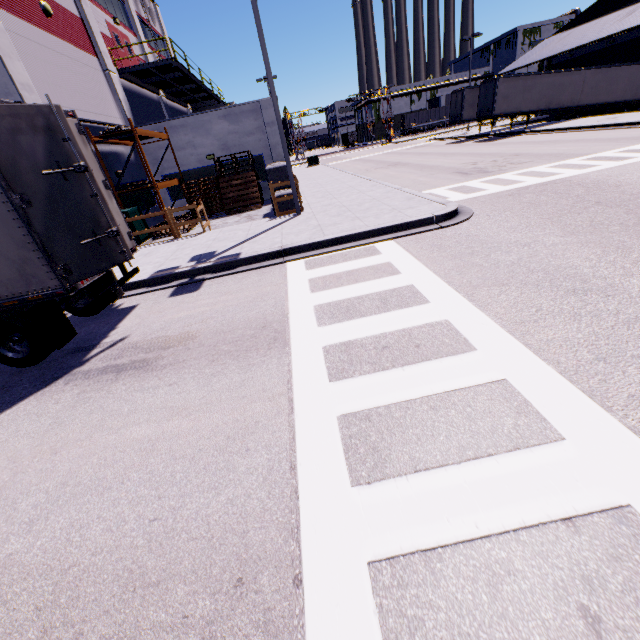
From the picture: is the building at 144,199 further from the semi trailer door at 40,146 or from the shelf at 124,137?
the semi trailer door at 40,146

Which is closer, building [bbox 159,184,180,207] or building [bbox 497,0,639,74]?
building [bbox 159,184,180,207]

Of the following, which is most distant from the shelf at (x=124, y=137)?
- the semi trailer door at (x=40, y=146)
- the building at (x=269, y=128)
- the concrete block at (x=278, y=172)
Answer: the semi trailer door at (x=40, y=146)

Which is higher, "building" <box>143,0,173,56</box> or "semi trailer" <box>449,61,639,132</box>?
"building" <box>143,0,173,56</box>

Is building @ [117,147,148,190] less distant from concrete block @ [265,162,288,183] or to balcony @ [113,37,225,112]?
balcony @ [113,37,225,112]

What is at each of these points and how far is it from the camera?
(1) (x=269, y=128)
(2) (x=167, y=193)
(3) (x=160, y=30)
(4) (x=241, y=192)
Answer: (1) building, 18.0m
(2) building, 19.2m
(3) building, 27.2m
(4) pallet, 17.0m

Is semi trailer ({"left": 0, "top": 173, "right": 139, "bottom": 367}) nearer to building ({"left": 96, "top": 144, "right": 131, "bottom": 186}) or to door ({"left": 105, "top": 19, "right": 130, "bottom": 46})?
building ({"left": 96, "top": 144, "right": 131, "bottom": 186})

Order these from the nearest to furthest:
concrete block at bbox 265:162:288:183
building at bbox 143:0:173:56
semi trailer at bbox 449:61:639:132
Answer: concrete block at bbox 265:162:288:183 < building at bbox 143:0:173:56 < semi trailer at bbox 449:61:639:132
